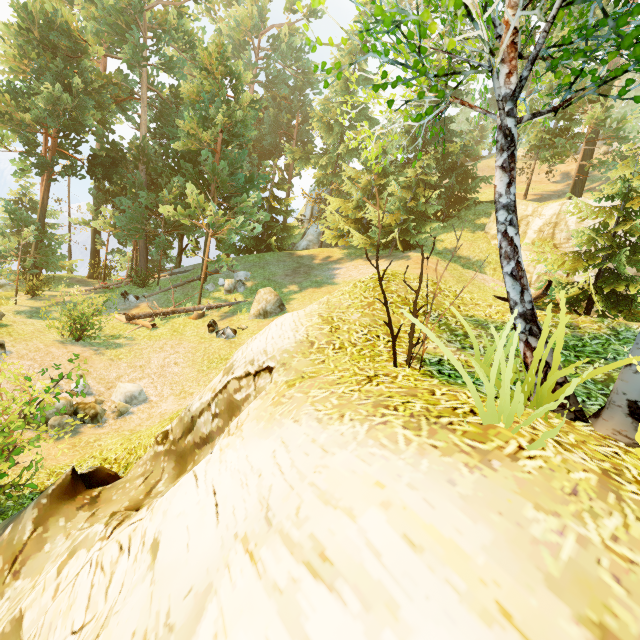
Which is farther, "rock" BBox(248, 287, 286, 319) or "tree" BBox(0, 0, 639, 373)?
"rock" BBox(248, 287, 286, 319)

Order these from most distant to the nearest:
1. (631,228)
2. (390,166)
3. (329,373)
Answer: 1. (390,166)
2. (631,228)
3. (329,373)

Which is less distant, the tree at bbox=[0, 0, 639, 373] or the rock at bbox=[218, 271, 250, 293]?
the tree at bbox=[0, 0, 639, 373]

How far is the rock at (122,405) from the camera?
10.1m

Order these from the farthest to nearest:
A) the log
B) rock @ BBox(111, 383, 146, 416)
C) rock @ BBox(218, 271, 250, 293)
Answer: rock @ BBox(218, 271, 250, 293) → the log → rock @ BBox(111, 383, 146, 416)

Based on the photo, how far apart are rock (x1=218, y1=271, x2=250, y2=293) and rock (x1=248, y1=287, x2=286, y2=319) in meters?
3.3

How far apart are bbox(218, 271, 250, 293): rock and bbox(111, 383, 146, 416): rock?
9.01m

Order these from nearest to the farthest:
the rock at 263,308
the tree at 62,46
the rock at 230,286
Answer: the tree at 62,46
the rock at 263,308
the rock at 230,286
